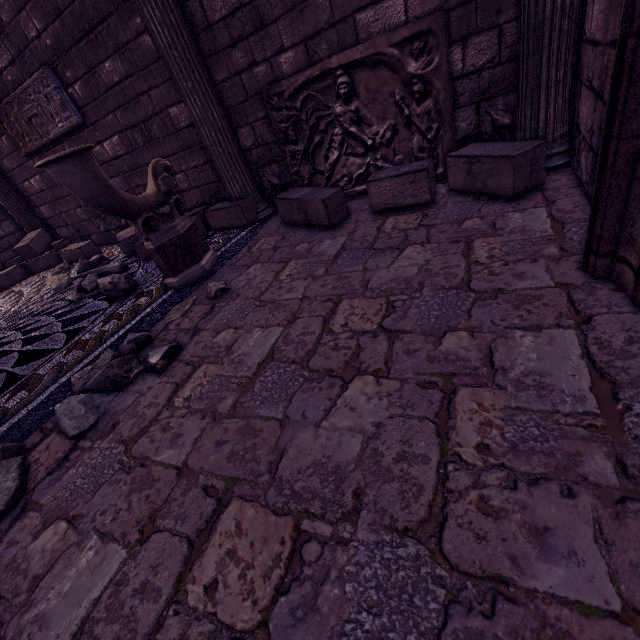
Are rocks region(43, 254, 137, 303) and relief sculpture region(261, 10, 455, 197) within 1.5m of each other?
no

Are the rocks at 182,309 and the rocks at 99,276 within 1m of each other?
no

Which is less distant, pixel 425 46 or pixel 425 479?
pixel 425 479

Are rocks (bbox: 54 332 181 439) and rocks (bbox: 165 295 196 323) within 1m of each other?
yes

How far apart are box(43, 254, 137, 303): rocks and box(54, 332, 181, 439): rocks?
1.7m

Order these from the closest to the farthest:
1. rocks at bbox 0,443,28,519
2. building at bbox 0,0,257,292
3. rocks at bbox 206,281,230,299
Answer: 1. rocks at bbox 0,443,28,519
2. rocks at bbox 206,281,230,299
3. building at bbox 0,0,257,292

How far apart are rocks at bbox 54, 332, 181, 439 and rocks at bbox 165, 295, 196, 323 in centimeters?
20cm

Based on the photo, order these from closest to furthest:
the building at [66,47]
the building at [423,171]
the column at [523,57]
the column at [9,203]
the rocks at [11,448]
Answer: the building at [423,171]
the rocks at [11,448]
the column at [523,57]
the building at [66,47]
the column at [9,203]
